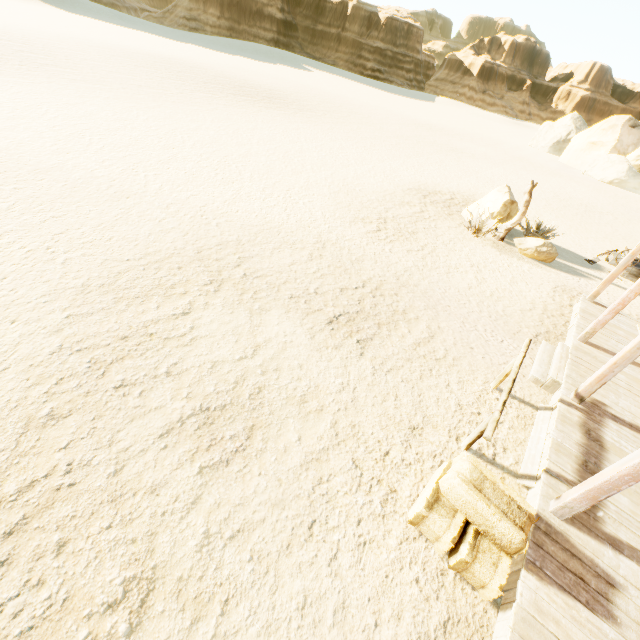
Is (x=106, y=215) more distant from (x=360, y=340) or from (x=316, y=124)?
(x=316, y=124)

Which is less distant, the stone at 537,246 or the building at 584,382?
the building at 584,382

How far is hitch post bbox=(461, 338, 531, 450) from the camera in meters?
4.4 m

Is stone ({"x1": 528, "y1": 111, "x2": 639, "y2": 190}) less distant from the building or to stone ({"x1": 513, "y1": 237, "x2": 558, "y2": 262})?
stone ({"x1": 513, "y1": 237, "x2": 558, "y2": 262})

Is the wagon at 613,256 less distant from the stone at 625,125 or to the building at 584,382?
the building at 584,382

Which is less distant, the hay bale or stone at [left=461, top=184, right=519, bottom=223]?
the hay bale

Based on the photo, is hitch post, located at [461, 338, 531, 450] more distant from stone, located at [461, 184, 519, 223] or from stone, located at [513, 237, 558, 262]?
stone, located at [461, 184, 519, 223]

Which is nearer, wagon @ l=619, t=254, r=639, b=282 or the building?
the building
